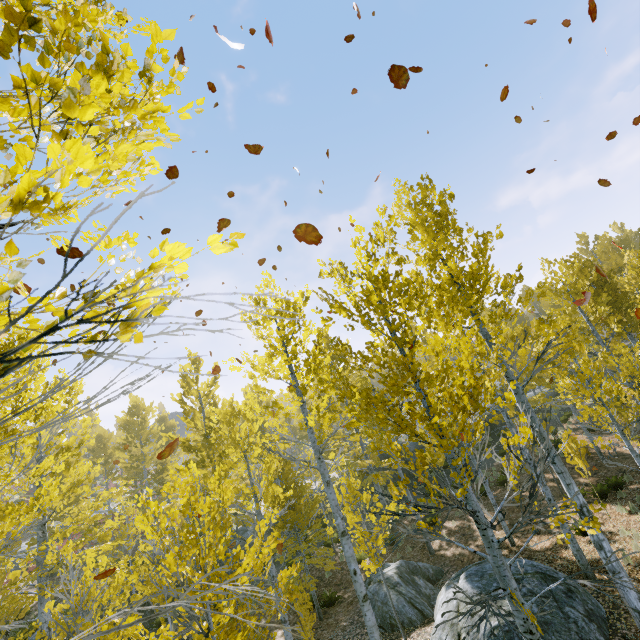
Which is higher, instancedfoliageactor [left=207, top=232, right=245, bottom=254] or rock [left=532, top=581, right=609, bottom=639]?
instancedfoliageactor [left=207, top=232, right=245, bottom=254]

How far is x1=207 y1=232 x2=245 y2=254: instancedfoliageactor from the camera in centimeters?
97cm

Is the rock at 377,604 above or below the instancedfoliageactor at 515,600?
below

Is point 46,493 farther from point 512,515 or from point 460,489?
point 512,515

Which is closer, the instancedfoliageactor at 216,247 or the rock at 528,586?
the instancedfoliageactor at 216,247

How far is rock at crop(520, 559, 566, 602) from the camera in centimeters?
728cm

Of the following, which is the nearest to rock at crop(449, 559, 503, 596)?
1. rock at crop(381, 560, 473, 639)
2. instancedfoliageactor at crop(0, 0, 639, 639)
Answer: rock at crop(381, 560, 473, 639)

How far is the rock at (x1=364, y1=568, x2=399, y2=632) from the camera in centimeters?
972cm
